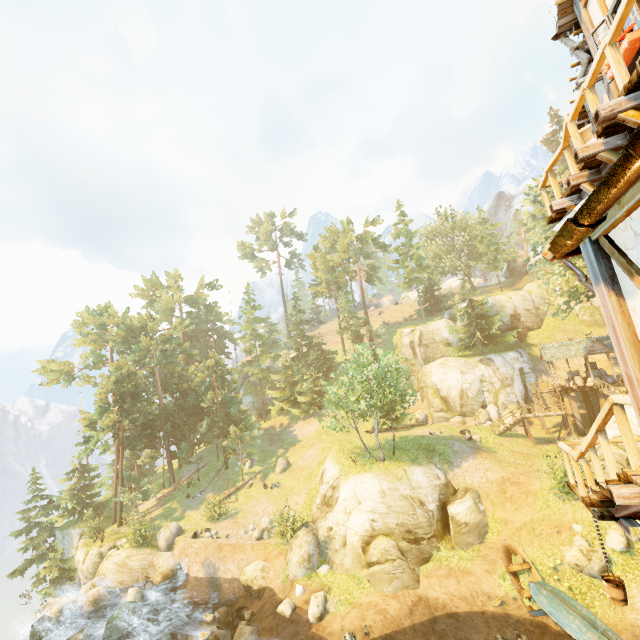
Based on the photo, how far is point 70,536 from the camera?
34.7 meters

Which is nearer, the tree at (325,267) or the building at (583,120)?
the building at (583,120)

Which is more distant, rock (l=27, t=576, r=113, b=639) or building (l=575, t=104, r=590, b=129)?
rock (l=27, t=576, r=113, b=639)

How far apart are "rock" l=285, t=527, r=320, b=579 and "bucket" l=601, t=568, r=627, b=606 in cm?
1809

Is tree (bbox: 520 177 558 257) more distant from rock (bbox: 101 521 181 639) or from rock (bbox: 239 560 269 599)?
rock (bbox: 239 560 269 599)

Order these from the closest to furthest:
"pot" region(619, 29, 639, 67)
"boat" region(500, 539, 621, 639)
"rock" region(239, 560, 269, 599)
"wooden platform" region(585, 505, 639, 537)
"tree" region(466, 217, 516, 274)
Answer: "pot" region(619, 29, 639, 67) < "wooden platform" region(585, 505, 639, 537) < "boat" region(500, 539, 621, 639) < "rock" region(239, 560, 269, 599) < "tree" region(466, 217, 516, 274)

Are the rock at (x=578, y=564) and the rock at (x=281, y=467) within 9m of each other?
no

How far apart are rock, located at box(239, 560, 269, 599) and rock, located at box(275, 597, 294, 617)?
2.45m
